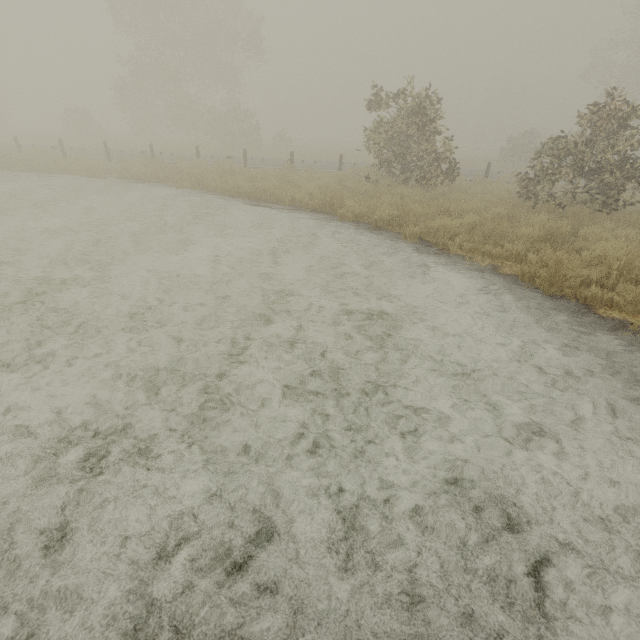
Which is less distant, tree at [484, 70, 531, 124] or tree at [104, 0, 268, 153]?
tree at [104, 0, 268, 153]

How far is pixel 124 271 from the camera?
6.1 meters

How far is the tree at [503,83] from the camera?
56.8m

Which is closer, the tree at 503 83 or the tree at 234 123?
the tree at 234 123

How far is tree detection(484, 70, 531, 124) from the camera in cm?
5678
